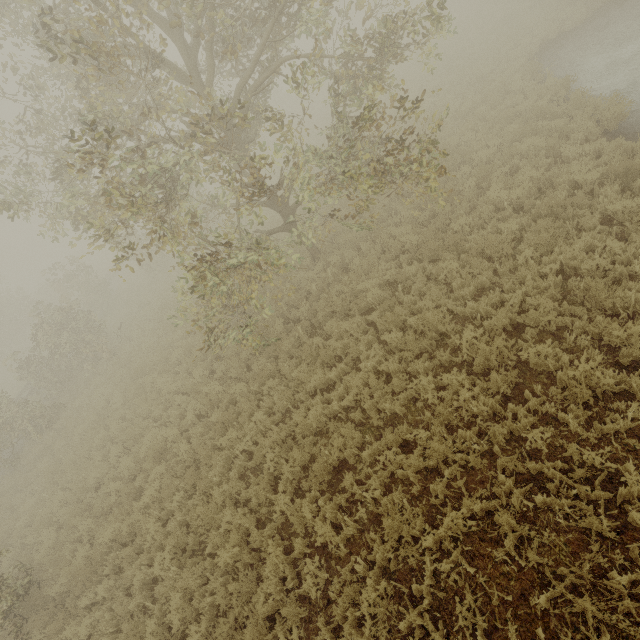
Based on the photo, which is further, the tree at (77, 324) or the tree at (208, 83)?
the tree at (77, 324)

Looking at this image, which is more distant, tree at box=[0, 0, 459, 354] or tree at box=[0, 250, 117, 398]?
tree at box=[0, 250, 117, 398]

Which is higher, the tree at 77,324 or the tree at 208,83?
the tree at 208,83

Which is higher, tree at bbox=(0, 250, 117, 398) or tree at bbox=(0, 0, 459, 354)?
tree at bbox=(0, 0, 459, 354)

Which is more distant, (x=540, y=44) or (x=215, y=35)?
(x=540, y=44)
